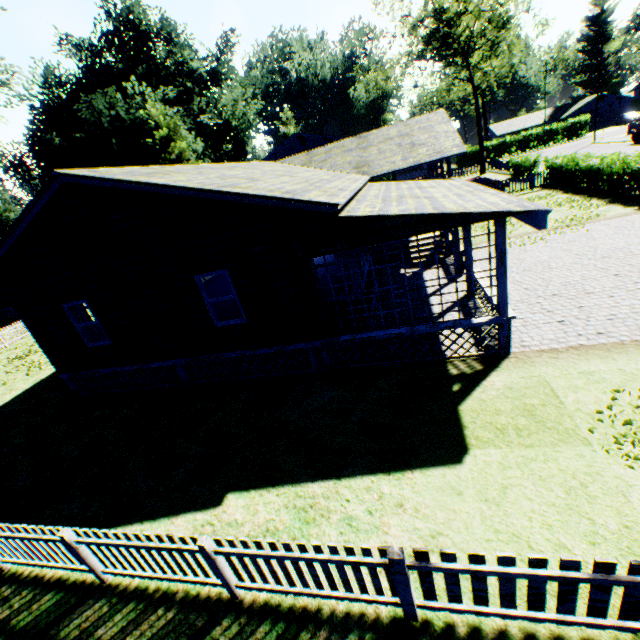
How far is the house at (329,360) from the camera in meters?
8.0

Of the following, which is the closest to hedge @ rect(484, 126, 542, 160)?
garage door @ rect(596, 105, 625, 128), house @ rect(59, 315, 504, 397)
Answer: garage door @ rect(596, 105, 625, 128)

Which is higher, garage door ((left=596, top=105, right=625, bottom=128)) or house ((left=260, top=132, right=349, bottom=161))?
house ((left=260, top=132, right=349, bottom=161))

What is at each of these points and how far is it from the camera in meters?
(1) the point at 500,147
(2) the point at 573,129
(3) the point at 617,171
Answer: (1) hedge, 56.0 m
(2) hedge, 52.8 m
(3) hedge, 17.6 m

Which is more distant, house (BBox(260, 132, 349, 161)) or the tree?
house (BBox(260, 132, 349, 161))

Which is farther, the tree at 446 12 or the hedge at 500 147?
the hedge at 500 147

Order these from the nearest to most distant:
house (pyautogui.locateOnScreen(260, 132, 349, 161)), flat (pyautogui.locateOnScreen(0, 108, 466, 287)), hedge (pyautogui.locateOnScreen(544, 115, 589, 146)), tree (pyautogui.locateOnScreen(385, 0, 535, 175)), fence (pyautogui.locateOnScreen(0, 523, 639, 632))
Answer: fence (pyautogui.locateOnScreen(0, 523, 639, 632)), flat (pyautogui.locateOnScreen(0, 108, 466, 287)), tree (pyautogui.locateOnScreen(385, 0, 535, 175)), house (pyautogui.locateOnScreen(260, 132, 349, 161)), hedge (pyautogui.locateOnScreen(544, 115, 589, 146))

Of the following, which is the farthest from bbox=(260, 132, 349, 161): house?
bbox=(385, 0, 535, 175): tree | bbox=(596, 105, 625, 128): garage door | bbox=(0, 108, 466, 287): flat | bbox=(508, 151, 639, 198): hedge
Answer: bbox=(596, 105, 625, 128): garage door
